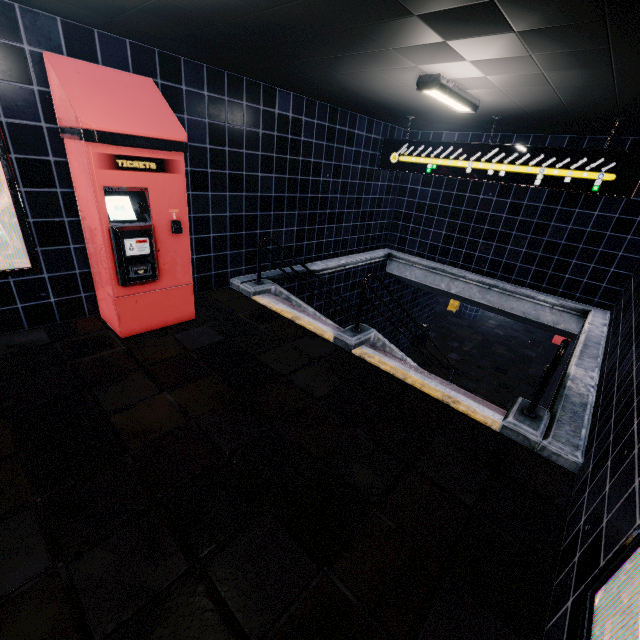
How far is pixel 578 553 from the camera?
1.7 meters
